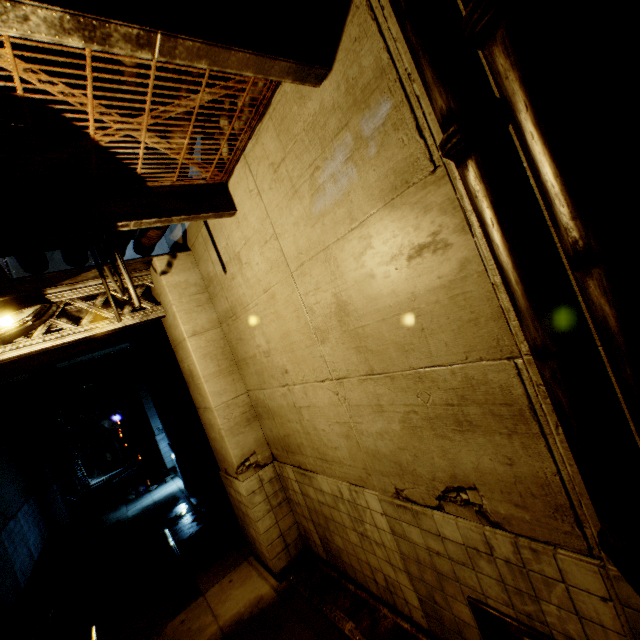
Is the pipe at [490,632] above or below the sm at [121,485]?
above

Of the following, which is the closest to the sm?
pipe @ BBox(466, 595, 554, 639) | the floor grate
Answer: the floor grate

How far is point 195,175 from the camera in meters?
4.8 m

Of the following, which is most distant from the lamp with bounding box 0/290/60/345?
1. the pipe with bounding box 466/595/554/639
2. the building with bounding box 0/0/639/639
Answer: the pipe with bounding box 466/595/554/639

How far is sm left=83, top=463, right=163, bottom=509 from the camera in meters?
14.1 m

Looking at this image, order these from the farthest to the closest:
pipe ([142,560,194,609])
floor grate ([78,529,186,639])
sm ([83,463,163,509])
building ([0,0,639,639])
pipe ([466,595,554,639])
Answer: sm ([83,463,163,509]), pipe ([142,560,194,609]), floor grate ([78,529,186,639]), pipe ([466,595,554,639]), building ([0,0,639,639])

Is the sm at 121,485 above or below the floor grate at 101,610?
above

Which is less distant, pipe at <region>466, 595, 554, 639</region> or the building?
the building
